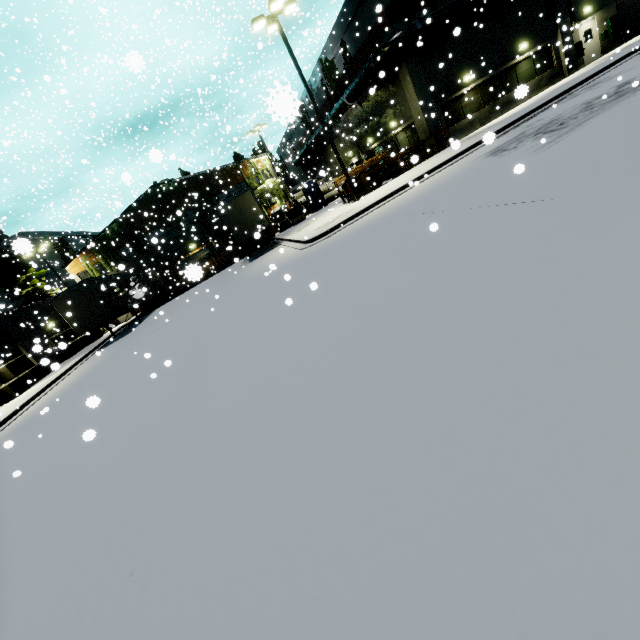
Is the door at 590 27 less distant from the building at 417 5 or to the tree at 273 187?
the building at 417 5

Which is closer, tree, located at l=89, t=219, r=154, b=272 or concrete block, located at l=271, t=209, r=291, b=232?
concrete block, located at l=271, t=209, r=291, b=232

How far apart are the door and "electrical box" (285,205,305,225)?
22.2 meters

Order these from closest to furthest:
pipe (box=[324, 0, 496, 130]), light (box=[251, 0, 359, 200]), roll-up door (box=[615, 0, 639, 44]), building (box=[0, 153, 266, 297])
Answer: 1. light (box=[251, 0, 359, 200])
2. pipe (box=[324, 0, 496, 130])
3. roll-up door (box=[615, 0, 639, 44])
4. building (box=[0, 153, 266, 297])

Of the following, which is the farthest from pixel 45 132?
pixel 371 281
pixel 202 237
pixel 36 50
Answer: pixel 371 281

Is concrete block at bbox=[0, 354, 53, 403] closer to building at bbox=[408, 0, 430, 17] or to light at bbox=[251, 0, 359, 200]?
building at bbox=[408, 0, 430, 17]

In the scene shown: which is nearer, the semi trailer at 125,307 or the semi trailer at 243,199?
the semi trailer at 125,307

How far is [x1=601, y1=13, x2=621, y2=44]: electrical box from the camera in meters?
21.8 m
